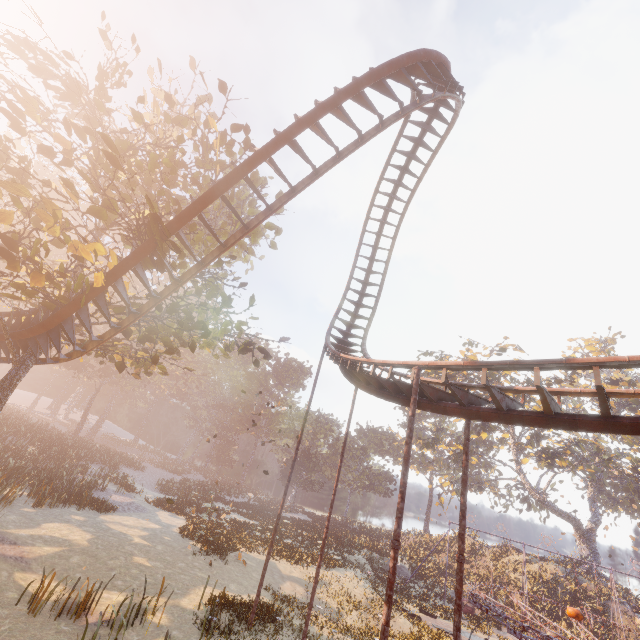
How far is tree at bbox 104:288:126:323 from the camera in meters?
11.3 m

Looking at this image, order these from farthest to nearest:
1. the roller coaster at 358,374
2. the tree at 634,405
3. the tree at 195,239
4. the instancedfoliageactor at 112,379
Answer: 1. the tree at 634,405
2. the instancedfoliageactor at 112,379
3. the tree at 195,239
4. the roller coaster at 358,374

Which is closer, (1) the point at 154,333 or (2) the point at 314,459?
(1) the point at 154,333

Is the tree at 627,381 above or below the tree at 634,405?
above

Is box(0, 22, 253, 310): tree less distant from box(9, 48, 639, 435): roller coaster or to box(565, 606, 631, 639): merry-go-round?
box(9, 48, 639, 435): roller coaster

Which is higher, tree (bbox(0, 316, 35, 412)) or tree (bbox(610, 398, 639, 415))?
tree (bbox(610, 398, 639, 415))

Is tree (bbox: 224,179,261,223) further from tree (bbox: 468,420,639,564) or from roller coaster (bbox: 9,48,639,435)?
tree (bbox: 468,420,639,564)

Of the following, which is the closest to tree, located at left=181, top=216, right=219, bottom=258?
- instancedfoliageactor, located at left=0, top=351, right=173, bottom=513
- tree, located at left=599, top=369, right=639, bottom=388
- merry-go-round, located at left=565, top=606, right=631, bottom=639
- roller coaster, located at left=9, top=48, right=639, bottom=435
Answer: roller coaster, located at left=9, top=48, right=639, bottom=435
